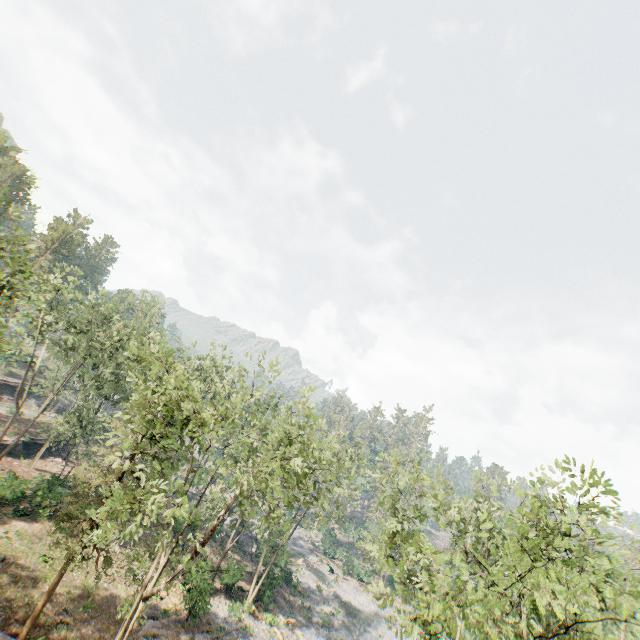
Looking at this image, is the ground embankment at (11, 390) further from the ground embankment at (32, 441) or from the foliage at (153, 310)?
the ground embankment at (32, 441)

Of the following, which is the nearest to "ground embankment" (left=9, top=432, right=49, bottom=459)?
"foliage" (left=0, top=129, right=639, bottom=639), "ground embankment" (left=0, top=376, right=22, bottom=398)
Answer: "foliage" (left=0, top=129, right=639, bottom=639)

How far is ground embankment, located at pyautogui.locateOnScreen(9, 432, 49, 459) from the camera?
35.2m

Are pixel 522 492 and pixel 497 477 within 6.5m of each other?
yes

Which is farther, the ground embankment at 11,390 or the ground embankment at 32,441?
the ground embankment at 11,390

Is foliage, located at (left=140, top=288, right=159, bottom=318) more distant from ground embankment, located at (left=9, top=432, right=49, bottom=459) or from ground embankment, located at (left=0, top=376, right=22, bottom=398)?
ground embankment, located at (left=0, top=376, right=22, bottom=398)
